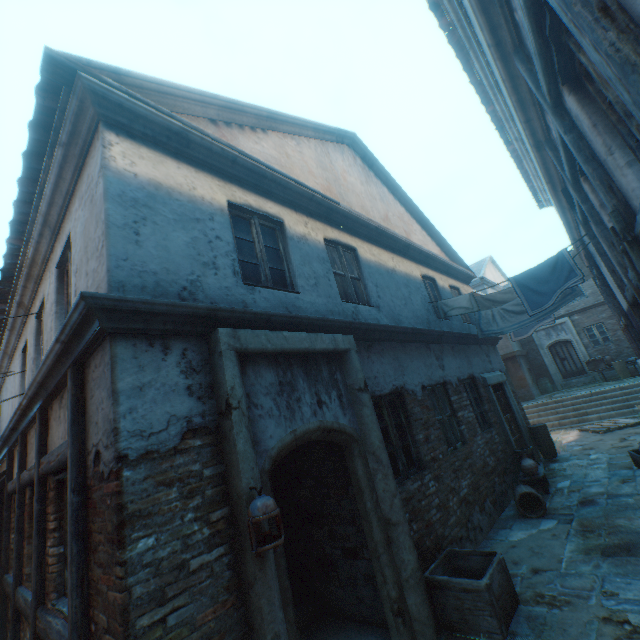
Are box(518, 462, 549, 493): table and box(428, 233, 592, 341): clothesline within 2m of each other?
no

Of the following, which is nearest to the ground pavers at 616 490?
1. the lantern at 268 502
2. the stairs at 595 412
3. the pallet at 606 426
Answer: the pallet at 606 426

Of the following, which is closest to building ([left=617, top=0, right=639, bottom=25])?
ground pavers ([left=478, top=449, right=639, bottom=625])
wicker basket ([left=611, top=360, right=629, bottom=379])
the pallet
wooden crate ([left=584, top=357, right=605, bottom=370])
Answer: ground pavers ([left=478, top=449, right=639, bottom=625])

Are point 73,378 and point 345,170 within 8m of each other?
yes

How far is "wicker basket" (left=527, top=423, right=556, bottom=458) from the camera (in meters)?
9.37

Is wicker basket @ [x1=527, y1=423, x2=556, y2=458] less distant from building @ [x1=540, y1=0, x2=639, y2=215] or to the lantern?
building @ [x1=540, y1=0, x2=639, y2=215]

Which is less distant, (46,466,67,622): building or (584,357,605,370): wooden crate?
(46,466,67,622): building

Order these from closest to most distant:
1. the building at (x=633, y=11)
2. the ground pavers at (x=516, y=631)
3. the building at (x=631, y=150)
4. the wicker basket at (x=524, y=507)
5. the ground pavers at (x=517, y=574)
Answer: the building at (x=633, y=11)
the building at (x=631, y=150)
the ground pavers at (x=516, y=631)
the ground pavers at (x=517, y=574)
the wicker basket at (x=524, y=507)
